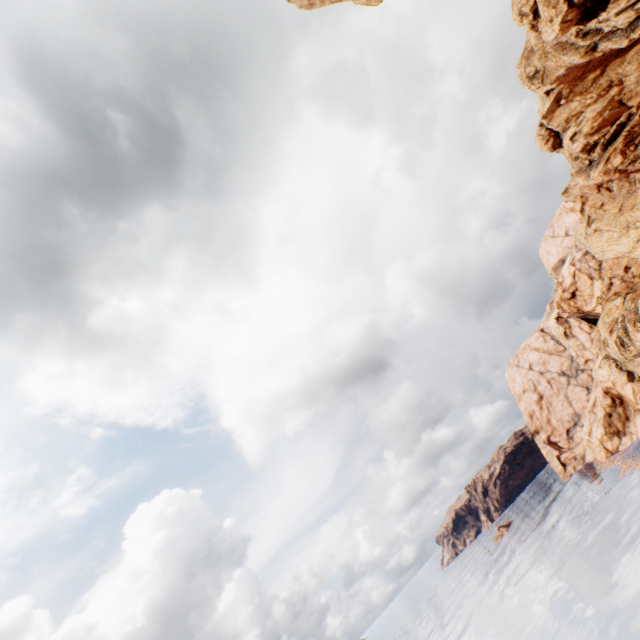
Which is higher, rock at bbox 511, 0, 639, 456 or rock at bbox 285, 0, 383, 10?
rock at bbox 285, 0, 383, 10

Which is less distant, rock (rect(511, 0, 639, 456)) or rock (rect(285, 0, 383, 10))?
rock (rect(511, 0, 639, 456))

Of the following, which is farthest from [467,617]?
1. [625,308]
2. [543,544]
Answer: [625,308]

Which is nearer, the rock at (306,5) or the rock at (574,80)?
the rock at (574,80)

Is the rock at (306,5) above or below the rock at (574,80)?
above
